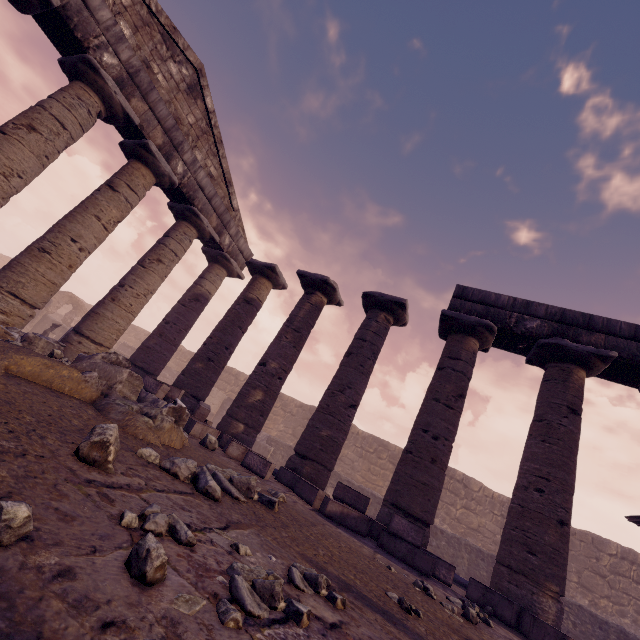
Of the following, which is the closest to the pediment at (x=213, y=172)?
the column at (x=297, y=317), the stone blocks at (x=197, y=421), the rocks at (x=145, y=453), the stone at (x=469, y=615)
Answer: the column at (x=297, y=317)

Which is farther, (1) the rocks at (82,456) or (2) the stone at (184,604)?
(1) the rocks at (82,456)

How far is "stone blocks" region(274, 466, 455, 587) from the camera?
4.99m

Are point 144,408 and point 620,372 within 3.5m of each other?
no

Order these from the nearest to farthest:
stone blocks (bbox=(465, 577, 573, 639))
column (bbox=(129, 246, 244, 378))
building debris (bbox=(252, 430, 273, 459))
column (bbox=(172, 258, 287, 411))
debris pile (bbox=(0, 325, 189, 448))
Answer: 1. debris pile (bbox=(0, 325, 189, 448))
2. stone blocks (bbox=(465, 577, 573, 639))
3. column (bbox=(172, 258, 287, 411))
4. column (bbox=(129, 246, 244, 378))
5. building debris (bbox=(252, 430, 273, 459))

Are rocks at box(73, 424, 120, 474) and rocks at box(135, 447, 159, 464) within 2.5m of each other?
yes

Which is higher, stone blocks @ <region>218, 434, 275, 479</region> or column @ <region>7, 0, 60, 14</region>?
column @ <region>7, 0, 60, 14</region>

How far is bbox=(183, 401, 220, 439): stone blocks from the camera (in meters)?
6.37
